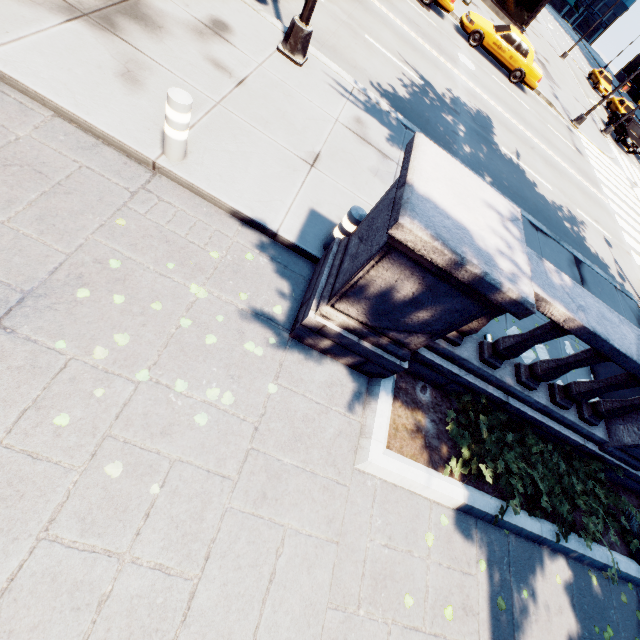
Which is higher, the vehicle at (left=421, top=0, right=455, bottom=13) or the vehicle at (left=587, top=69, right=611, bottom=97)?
the vehicle at (left=587, top=69, right=611, bottom=97)

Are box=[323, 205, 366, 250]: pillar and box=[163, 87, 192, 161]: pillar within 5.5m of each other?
yes

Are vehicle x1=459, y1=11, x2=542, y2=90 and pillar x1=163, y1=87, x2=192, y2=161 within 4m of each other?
no

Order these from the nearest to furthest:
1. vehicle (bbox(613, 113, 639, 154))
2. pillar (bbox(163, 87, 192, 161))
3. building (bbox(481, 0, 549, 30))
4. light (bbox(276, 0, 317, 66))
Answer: pillar (bbox(163, 87, 192, 161))
light (bbox(276, 0, 317, 66))
building (bbox(481, 0, 549, 30))
vehicle (bbox(613, 113, 639, 154))

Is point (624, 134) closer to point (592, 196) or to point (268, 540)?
point (592, 196)

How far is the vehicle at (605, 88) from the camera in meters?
35.6 m

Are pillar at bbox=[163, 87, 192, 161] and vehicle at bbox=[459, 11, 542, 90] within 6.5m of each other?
no

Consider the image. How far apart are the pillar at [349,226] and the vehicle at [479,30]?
18.7 meters
